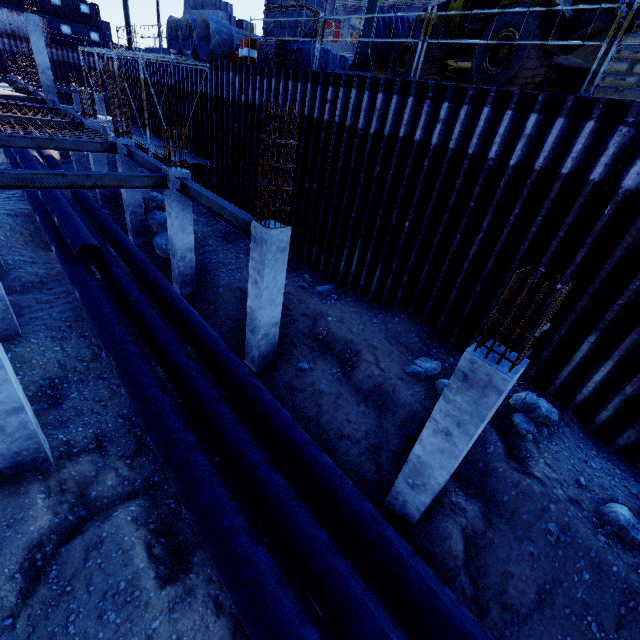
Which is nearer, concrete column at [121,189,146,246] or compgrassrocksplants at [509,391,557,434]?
compgrassrocksplants at [509,391,557,434]

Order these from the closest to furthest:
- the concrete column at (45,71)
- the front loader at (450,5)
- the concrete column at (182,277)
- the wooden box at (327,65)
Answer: the front loader at (450,5), the concrete column at (182,277), the wooden box at (327,65), the concrete column at (45,71)

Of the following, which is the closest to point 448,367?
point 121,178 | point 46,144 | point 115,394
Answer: point 115,394

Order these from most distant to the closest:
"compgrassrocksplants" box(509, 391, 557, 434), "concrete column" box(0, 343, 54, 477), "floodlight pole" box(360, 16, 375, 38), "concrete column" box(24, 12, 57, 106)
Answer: "concrete column" box(24, 12, 57, 106) < "floodlight pole" box(360, 16, 375, 38) < "compgrassrocksplants" box(509, 391, 557, 434) < "concrete column" box(0, 343, 54, 477)

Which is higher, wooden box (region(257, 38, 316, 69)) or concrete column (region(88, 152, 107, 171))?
wooden box (region(257, 38, 316, 69))

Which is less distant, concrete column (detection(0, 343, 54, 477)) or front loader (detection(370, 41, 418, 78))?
concrete column (detection(0, 343, 54, 477))

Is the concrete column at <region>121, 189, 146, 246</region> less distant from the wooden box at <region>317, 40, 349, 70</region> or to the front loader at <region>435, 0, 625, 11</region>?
the wooden box at <region>317, 40, 349, 70</region>

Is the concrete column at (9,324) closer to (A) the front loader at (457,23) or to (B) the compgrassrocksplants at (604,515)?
(A) the front loader at (457,23)
